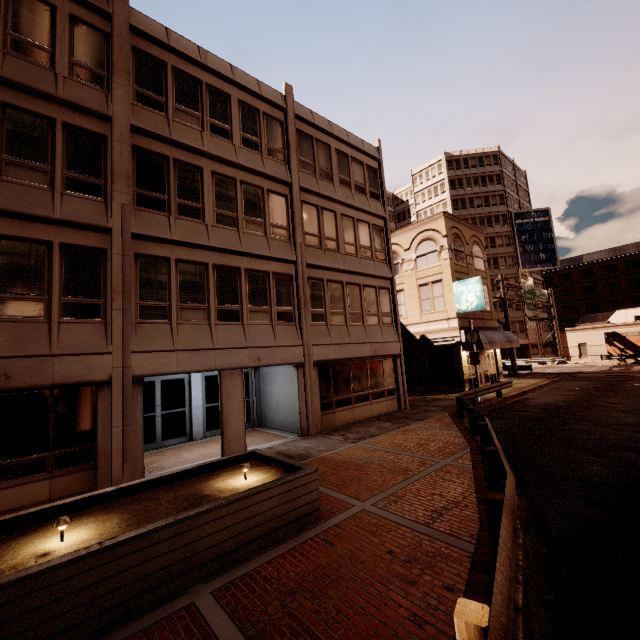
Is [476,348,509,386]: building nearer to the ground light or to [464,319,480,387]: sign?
[464,319,480,387]: sign

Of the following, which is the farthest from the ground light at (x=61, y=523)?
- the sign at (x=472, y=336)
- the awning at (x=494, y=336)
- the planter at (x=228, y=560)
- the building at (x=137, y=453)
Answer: the awning at (x=494, y=336)

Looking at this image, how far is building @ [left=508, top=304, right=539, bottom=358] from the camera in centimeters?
5331cm

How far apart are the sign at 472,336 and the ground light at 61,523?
18.9 meters

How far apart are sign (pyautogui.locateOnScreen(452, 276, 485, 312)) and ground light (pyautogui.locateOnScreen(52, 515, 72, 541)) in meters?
23.0 m

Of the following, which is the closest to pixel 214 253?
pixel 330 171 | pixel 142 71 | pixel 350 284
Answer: pixel 142 71

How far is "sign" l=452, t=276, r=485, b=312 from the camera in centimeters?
2209cm

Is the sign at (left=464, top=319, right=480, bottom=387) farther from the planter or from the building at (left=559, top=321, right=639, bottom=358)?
the building at (left=559, top=321, right=639, bottom=358)
